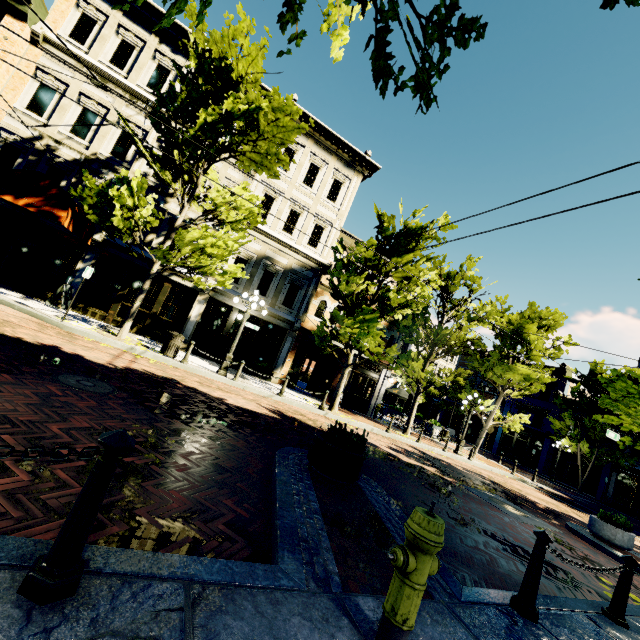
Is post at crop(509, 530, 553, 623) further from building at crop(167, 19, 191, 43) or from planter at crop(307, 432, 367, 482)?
building at crop(167, 19, 191, 43)

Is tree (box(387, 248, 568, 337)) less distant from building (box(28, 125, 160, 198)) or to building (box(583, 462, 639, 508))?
building (box(583, 462, 639, 508))

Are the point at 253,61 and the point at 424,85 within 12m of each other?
yes

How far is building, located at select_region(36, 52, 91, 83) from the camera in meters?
13.4

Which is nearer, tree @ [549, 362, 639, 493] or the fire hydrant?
the fire hydrant

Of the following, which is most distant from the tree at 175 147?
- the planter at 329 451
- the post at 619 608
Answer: the planter at 329 451

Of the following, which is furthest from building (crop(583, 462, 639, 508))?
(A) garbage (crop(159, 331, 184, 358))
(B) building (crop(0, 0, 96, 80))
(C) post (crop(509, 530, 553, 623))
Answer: (A) garbage (crop(159, 331, 184, 358))

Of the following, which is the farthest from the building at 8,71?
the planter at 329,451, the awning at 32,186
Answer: the planter at 329,451
